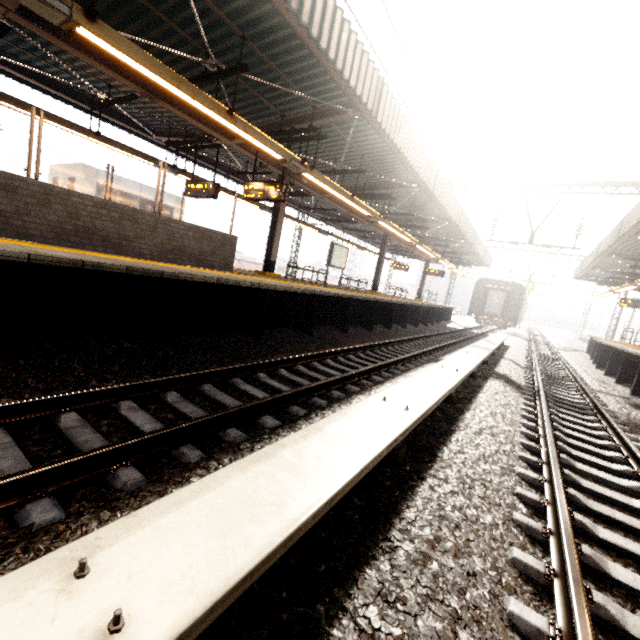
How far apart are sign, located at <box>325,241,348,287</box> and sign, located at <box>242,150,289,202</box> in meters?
6.0 m

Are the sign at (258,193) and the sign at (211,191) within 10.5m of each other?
yes

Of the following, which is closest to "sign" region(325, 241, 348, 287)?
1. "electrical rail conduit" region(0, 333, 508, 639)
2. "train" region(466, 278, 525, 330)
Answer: "electrical rail conduit" region(0, 333, 508, 639)

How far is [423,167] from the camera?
9.9 meters

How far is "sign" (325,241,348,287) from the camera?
15.09m

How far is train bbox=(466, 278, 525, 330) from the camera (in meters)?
28.41

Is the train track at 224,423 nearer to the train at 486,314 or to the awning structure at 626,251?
the awning structure at 626,251

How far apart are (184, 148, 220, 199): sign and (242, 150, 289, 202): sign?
1.4 meters
